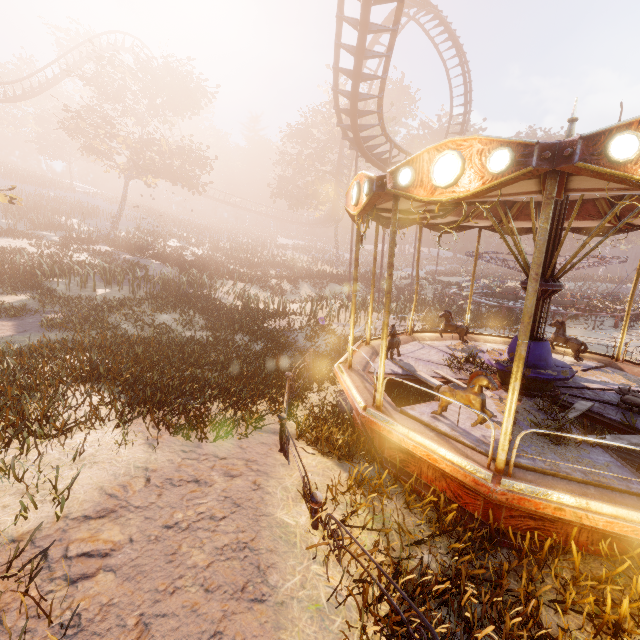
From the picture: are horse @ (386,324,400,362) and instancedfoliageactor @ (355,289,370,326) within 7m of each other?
no

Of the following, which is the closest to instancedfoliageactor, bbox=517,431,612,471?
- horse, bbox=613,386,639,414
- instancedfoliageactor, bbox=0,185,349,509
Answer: horse, bbox=613,386,639,414

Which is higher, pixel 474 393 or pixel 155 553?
pixel 474 393

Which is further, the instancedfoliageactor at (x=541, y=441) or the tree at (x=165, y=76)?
the tree at (x=165, y=76)

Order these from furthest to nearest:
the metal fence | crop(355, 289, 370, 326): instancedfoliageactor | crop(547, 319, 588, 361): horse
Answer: crop(355, 289, 370, 326): instancedfoliageactor, crop(547, 319, 588, 361): horse, the metal fence

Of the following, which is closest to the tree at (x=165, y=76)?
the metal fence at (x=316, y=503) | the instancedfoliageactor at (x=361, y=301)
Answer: the instancedfoliageactor at (x=361, y=301)

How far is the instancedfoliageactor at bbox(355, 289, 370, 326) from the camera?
16.00m

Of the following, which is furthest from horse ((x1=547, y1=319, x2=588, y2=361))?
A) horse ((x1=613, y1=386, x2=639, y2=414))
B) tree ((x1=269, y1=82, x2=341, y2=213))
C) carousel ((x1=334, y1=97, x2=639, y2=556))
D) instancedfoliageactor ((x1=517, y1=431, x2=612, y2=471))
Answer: tree ((x1=269, y1=82, x2=341, y2=213))
